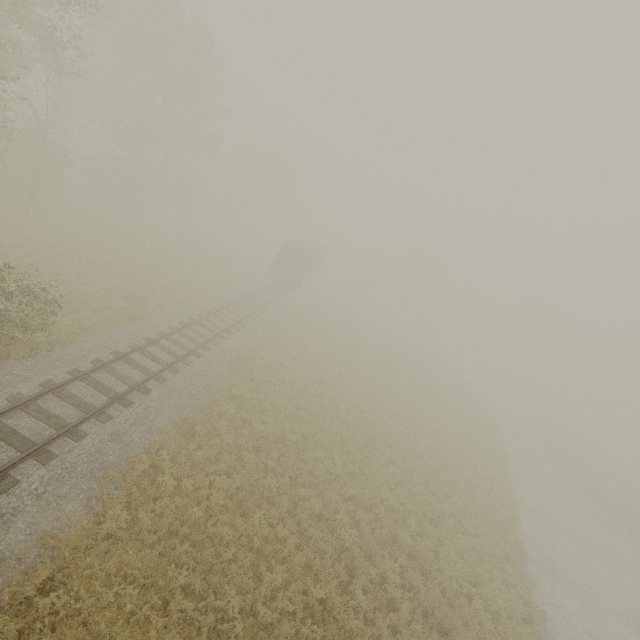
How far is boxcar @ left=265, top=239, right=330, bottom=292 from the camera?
31.9m

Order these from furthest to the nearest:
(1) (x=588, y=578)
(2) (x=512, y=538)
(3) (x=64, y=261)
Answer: (1) (x=588, y=578) → (3) (x=64, y=261) → (2) (x=512, y=538)

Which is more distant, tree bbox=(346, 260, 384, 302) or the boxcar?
tree bbox=(346, 260, 384, 302)

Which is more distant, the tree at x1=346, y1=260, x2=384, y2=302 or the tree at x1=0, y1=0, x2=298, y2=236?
the tree at x1=346, y1=260, x2=384, y2=302

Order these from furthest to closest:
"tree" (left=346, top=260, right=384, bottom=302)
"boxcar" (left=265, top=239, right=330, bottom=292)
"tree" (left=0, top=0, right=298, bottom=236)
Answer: "tree" (left=346, top=260, right=384, bottom=302)
"boxcar" (left=265, top=239, right=330, bottom=292)
"tree" (left=0, top=0, right=298, bottom=236)

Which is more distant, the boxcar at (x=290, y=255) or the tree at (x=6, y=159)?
the boxcar at (x=290, y=255)

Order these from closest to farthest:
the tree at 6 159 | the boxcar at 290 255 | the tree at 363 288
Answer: the tree at 6 159 → the boxcar at 290 255 → the tree at 363 288
